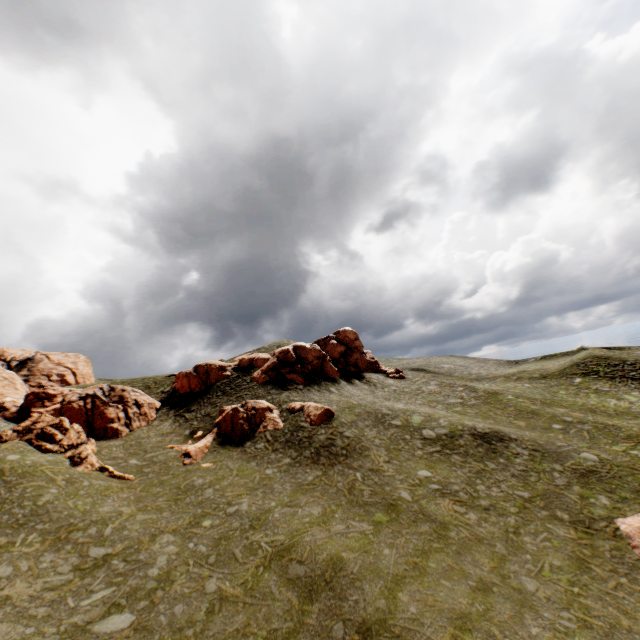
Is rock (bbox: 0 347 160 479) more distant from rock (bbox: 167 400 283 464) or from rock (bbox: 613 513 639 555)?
rock (bbox: 613 513 639 555)

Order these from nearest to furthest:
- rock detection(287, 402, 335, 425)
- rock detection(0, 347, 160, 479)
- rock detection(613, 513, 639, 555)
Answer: rock detection(613, 513, 639, 555), rock detection(0, 347, 160, 479), rock detection(287, 402, 335, 425)

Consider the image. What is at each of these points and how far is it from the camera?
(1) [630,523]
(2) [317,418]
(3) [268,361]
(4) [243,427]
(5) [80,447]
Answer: (1) rock, 19.8m
(2) rock, 31.6m
(3) rock, 42.8m
(4) rock, 32.0m
(5) rock, 27.1m

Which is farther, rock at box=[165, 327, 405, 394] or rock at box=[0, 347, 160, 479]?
rock at box=[165, 327, 405, 394]

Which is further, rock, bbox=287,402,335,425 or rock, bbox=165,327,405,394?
rock, bbox=165,327,405,394

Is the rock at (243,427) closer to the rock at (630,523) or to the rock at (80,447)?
the rock at (80,447)
